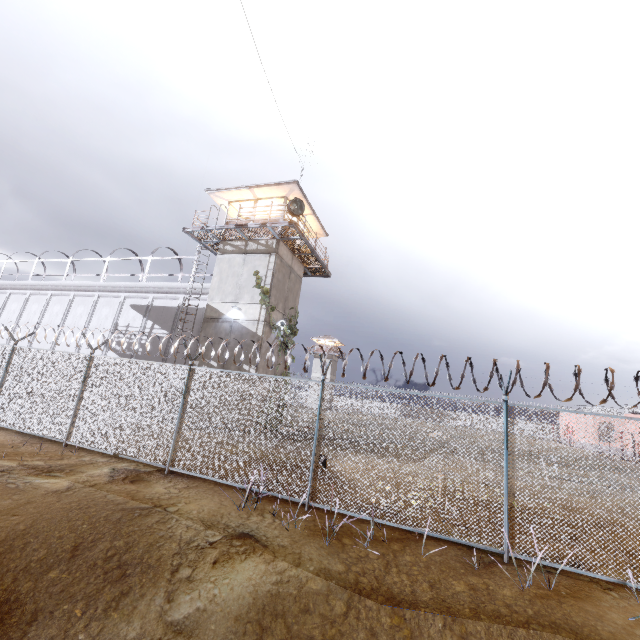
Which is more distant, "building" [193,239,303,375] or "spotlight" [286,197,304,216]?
"building" [193,239,303,375]

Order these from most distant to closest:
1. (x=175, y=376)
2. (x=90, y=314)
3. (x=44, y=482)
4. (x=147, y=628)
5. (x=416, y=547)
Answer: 1. (x=90, y=314)
2. (x=175, y=376)
3. (x=44, y=482)
4. (x=416, y=547)
5. (x=147, y=628)

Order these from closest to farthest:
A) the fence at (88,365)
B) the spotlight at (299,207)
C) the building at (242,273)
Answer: the fence at (88,365)
the spotlight at (299,207)
the building at (242,273)

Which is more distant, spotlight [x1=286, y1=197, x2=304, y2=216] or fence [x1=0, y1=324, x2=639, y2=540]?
spotlight [x1=286, y1=197, x2=304, y2=216]

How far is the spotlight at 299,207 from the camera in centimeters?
1647cm

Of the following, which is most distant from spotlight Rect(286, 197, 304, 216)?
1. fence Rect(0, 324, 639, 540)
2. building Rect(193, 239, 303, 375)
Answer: fence Rect(0, 324, 639, 540)

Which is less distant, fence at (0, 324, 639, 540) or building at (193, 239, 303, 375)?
fence at (0, 324, 639, 540)
